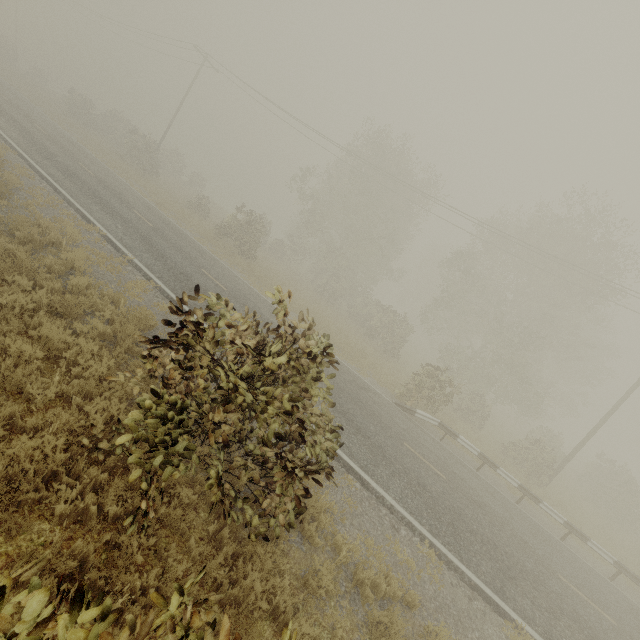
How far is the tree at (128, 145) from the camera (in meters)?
29.47

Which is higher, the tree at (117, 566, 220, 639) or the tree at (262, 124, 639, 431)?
the tree at (262, 124, 639, 431)

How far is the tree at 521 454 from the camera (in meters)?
17.30

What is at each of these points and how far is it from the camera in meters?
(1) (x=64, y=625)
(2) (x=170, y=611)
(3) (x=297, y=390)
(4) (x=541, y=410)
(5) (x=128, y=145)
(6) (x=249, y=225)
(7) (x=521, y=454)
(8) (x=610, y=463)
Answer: (1) tree, 1.3 m
(2) tree, 2.3 m
(3) tree, 5.0 m
(4) tree, 24.9 m
(5) tree, 28.8 m
(6) tree, 22.8 m
(7) tree, 18.0 m
(8) tree, 25.5 m

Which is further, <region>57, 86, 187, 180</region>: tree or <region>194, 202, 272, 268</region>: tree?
<region>57, 86, 187, 180</region>: tree

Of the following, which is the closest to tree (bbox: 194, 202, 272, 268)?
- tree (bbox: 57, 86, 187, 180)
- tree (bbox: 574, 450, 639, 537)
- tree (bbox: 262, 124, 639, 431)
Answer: tree (bbox: 57, 86, 187, 180)

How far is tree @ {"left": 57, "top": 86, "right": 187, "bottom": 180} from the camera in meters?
29.5

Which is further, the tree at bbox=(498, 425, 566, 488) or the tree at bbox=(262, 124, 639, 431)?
the tree at bbox=(262, 124, 639, 431)
